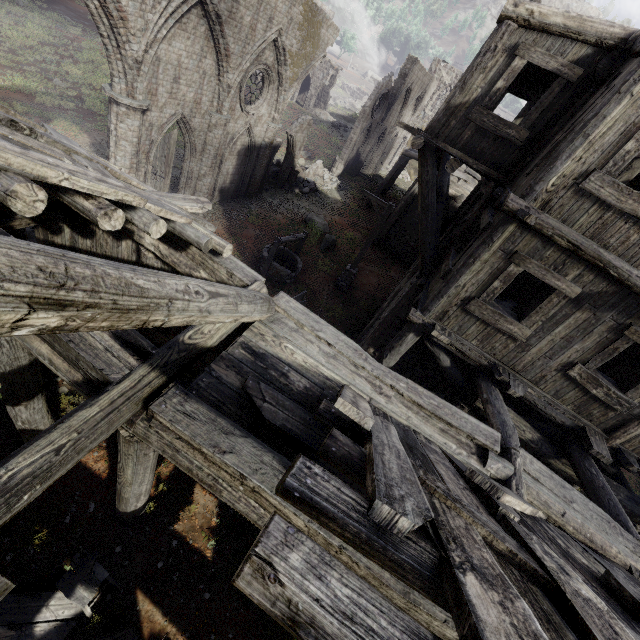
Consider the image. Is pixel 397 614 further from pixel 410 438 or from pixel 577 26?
pixel 577 26

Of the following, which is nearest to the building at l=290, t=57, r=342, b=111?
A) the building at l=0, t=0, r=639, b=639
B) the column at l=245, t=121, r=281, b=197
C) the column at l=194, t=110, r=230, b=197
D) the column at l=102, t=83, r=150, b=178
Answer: the building at l=0, t=0, r=639, b=639

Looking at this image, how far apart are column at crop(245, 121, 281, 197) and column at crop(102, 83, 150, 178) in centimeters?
683cm

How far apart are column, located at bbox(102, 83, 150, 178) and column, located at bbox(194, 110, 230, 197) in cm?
283

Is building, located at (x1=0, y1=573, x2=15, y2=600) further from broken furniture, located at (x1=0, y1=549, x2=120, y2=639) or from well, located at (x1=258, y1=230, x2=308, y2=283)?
well, located at (x1=258, y1=230, x2=308, y2=283)

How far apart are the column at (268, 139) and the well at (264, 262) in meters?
5.3 m

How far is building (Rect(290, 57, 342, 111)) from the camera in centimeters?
4022cm

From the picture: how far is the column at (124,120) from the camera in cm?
1031
